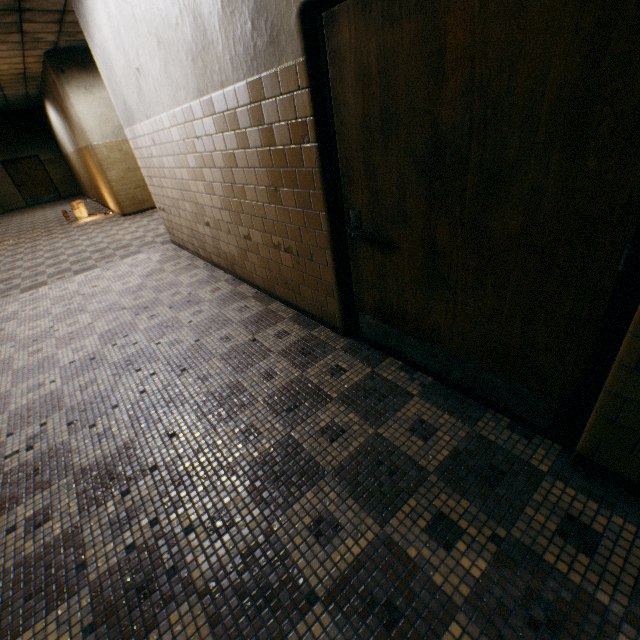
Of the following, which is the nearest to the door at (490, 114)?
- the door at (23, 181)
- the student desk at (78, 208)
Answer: the student desk at (78, 208)

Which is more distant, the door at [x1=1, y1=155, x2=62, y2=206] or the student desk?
the door at [x1=1, y1=155, x2=62, y2=206]

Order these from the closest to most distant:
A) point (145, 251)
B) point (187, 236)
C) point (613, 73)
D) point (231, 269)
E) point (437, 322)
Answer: point (613, 73) → point (437, 322) → point (231, 269) → point (187, 236) → point (145, 251)

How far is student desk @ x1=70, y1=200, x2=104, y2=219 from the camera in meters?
10.3 m

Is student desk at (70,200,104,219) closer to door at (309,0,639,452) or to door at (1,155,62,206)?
door at (1,155,62,206)

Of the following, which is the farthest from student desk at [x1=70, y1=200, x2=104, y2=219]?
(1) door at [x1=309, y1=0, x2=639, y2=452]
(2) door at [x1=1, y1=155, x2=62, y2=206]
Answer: (1) door at [x1=309, y1=0, x2=639, y2=452]

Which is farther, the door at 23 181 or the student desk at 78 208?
the door at 23 181
